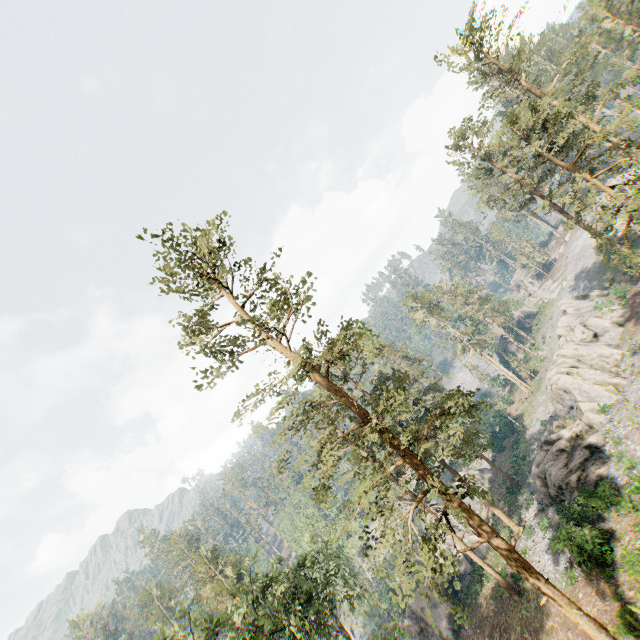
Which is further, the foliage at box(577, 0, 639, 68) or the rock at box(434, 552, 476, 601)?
the rock at box(434, 552, 476, 601)

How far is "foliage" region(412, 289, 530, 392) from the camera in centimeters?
5641cm

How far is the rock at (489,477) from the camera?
46.2m

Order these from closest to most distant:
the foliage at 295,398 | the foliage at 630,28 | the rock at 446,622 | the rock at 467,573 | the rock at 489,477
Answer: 1. the foliage at 295,398
2. the rock at 446,622
3. the foliage at 630,28
4. the rock at 467,573
5. the rock at 489,477

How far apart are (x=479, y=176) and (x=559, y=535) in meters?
38.3 m

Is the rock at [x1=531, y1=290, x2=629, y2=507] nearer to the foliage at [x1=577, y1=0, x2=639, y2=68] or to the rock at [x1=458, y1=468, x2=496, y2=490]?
the foliage at [x1=577, y1=0, x2=639, y2=68]

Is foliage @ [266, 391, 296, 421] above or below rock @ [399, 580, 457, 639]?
above
